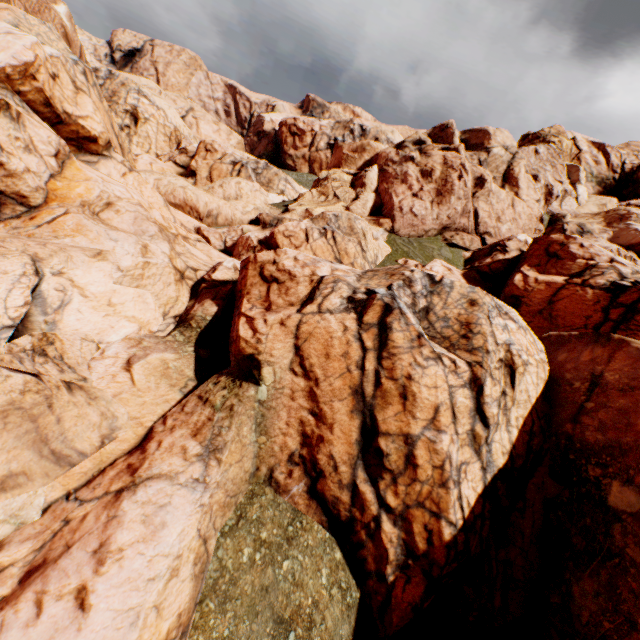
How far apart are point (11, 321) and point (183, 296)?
5.7 meters
